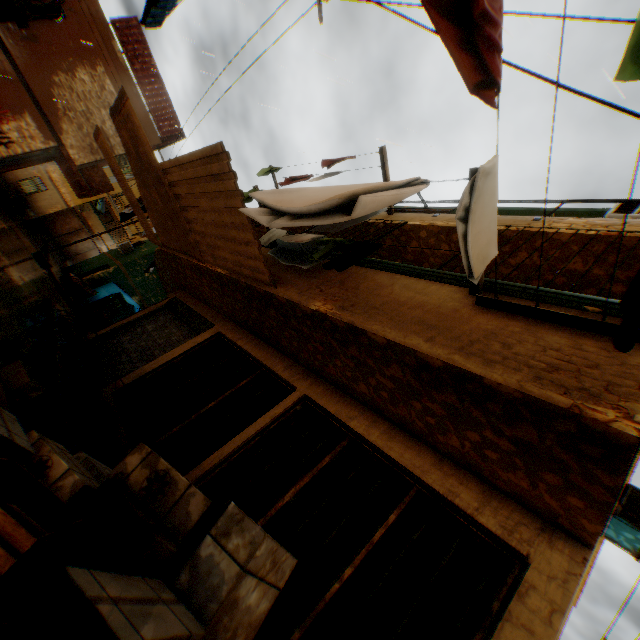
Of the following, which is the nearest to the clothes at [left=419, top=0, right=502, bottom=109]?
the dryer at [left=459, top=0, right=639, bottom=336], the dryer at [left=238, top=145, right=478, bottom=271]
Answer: the dryer at [left=459, top=0, right=639, bottom=336]

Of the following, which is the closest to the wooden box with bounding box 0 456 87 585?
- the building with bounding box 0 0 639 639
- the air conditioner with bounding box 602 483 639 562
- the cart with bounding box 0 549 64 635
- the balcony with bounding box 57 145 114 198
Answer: the cart with bounding box 0 549 64 635

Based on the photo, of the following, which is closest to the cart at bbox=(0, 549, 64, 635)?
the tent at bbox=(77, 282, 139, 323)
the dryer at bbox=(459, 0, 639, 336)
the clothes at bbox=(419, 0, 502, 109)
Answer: the clothes at bbox=(419, 0, 502, 109)

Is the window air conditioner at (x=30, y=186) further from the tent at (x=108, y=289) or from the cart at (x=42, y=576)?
the cart at (x=42, y=576)

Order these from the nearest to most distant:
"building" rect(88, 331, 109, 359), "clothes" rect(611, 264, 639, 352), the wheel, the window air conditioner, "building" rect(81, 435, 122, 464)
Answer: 1. "clothes" rect(611, 264, 639, 352)
2. "building" rect(81, 435, 122, 464)
3. "building" rect(88, 331, 109, 359)
4. the wheel
5. the window air conditioner

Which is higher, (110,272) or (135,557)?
(110,272)

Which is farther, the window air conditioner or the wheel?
the window air conditioner

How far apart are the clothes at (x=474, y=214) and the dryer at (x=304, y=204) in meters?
0.3 m
